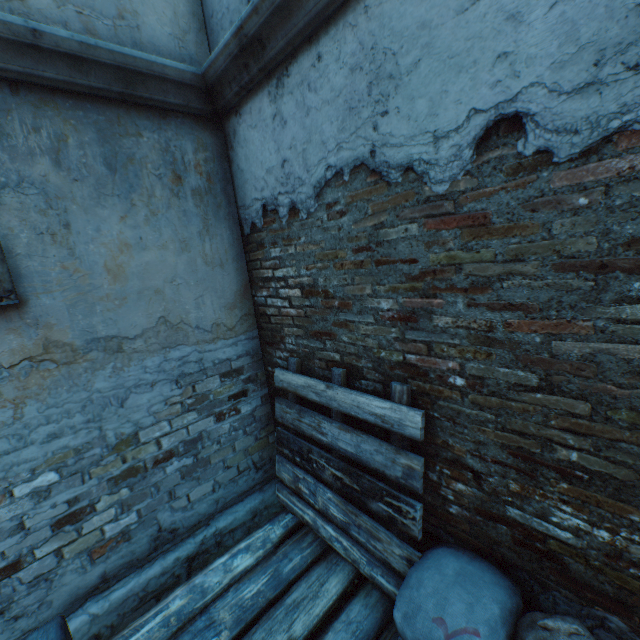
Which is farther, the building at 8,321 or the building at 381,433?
the building at 381,433

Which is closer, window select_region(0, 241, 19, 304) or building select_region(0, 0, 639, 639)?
building select_region(0, 0, 639, 639)

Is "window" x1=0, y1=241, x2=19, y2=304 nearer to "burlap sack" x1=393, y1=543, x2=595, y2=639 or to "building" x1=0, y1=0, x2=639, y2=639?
"building" x1=0, y1=0, x2=639, y2=639

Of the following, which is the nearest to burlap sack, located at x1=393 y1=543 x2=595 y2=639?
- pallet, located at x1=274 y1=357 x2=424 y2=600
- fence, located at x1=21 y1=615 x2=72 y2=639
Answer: pallet, located at x1=274 y1=357 x2=424 y2=600

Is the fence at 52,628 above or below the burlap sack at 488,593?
above

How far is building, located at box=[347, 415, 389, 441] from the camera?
2.38m

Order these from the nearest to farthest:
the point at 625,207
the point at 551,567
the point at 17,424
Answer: the point at 625,207
the point at 551,567
the point at 17,424

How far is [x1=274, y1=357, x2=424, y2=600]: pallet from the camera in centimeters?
202cm
